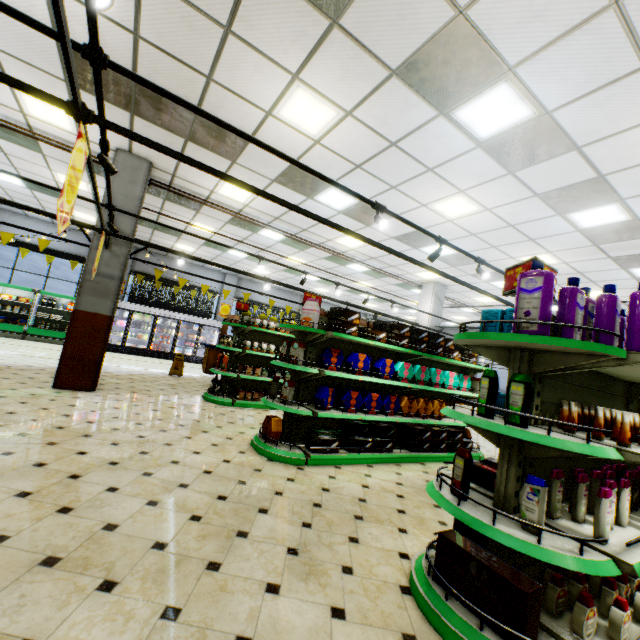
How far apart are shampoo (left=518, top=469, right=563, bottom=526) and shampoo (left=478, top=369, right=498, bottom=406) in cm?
46

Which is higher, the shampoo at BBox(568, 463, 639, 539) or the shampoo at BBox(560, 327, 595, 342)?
the shampoo at BBox(560, 327, 595, 342)

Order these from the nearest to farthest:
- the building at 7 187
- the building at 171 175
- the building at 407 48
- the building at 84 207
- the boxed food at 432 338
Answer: the building at 407 48, the boxed food at 432 338, the building at 171 175, the building at 7 187, the building at 84 207

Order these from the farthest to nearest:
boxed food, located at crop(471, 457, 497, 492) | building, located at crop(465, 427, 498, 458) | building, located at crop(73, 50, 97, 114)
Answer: building, located at crop(465, 427, 498, 458), building, located at crop(73, 50, 97, 114), boxed food, located at crop(471, 457, 497, 492)

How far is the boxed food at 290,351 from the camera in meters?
4.8 m

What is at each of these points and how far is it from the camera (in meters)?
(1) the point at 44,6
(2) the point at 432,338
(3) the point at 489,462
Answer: (1) building, 3.79
(2) boxed food, 5.96
(3) boxed food, 2.96

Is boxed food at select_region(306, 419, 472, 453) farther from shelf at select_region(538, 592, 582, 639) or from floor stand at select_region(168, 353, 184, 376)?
floor stand at select_region(168, 353, 184, 376)

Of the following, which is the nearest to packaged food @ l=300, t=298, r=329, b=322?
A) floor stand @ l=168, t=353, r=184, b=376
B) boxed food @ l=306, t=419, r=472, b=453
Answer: boxed food @ l=306, t=419, r=472, b=453
